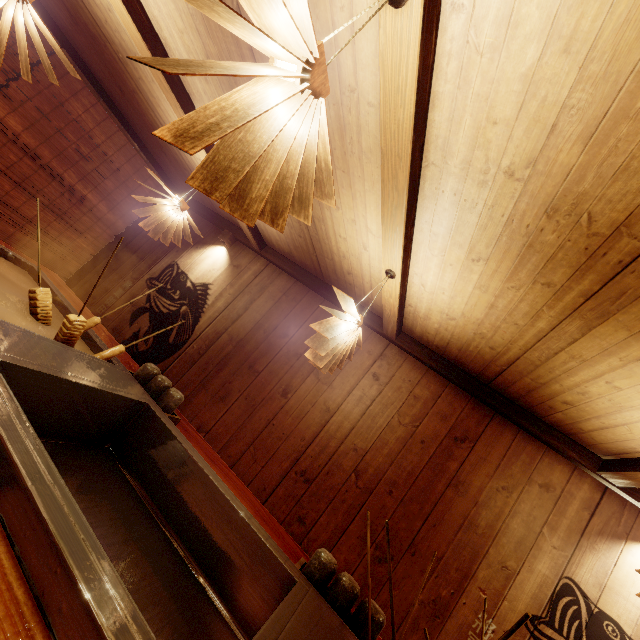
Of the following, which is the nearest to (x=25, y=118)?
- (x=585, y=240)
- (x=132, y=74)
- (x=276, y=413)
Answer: (x=132, y=74)

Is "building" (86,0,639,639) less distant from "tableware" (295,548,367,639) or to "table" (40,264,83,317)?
"table" (40,264,83,317)

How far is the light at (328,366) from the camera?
3.3 meters

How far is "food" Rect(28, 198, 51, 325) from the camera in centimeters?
306cm

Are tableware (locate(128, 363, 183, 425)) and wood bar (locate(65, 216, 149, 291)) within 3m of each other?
no

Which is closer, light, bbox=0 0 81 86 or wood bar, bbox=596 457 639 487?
light, bbox=0 0 81 86

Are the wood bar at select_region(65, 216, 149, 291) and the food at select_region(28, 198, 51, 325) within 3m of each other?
no

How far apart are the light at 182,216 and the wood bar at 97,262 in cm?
349
